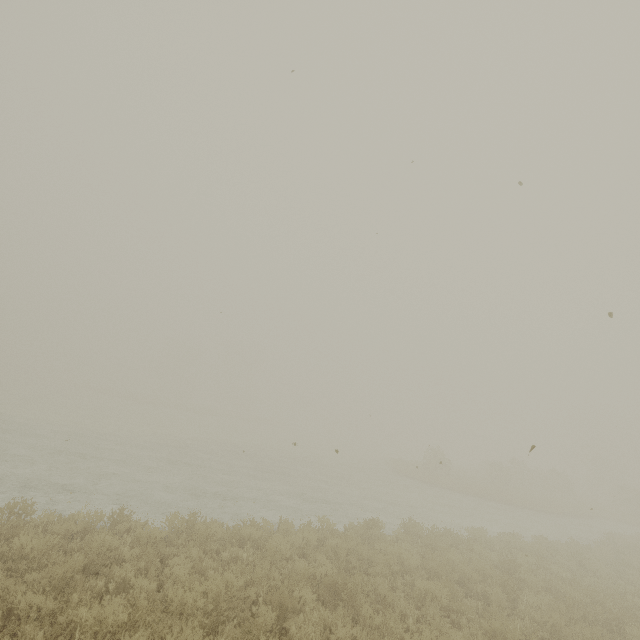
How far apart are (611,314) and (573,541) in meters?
16.6 m
